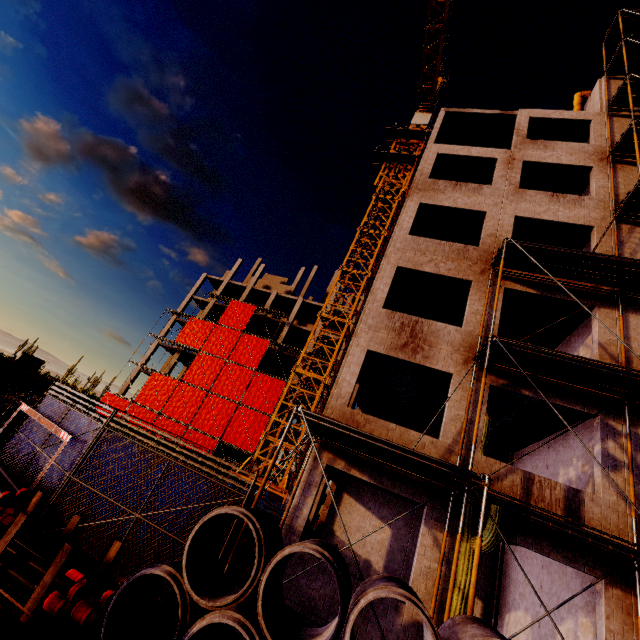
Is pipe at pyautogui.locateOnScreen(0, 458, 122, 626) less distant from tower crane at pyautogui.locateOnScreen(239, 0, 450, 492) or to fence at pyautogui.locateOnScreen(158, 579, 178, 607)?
fence at pyautogui.locateOnScreen(158, 579, 178, 607)

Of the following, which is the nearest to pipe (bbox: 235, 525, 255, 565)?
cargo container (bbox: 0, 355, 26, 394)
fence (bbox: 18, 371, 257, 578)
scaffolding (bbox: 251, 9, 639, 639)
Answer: scaffolding (bbox: 251, 9, 639, 639)

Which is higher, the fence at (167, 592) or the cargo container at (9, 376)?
the cargo container at (9, 376)

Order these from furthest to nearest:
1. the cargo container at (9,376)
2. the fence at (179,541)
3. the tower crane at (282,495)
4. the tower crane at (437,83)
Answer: the cargo container at (9,376) < the tower crane at (437,83) < the tower crane at (282,495) < the fence at (179,541)

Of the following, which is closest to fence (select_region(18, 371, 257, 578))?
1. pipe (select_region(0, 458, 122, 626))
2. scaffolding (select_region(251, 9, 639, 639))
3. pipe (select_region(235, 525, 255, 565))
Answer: scaffolding (select_region(251, 9, 639, 639))

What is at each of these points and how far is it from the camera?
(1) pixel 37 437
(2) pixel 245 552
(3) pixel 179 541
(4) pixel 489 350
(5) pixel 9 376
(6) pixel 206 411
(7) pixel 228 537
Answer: (1) fence, 8.6m
(2) pipe, 10.2m
(3) fence, 6.1m
(4) scaffolding, 8.8m
(5) cargo container, 25.2m
(6) scaffolding, 34.3m
(7) fence, 6.0m

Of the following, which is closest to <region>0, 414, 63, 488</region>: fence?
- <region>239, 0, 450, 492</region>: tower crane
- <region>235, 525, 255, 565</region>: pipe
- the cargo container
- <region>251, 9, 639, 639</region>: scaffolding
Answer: <region>251, 9, 639, 639</region>: scaffolding

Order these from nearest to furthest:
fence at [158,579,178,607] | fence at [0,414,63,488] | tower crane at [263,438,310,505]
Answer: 1. fence at [158,579,178,607]
2. fence at [0,414,63,488]
3. tower crane at [263,438,310,505]
